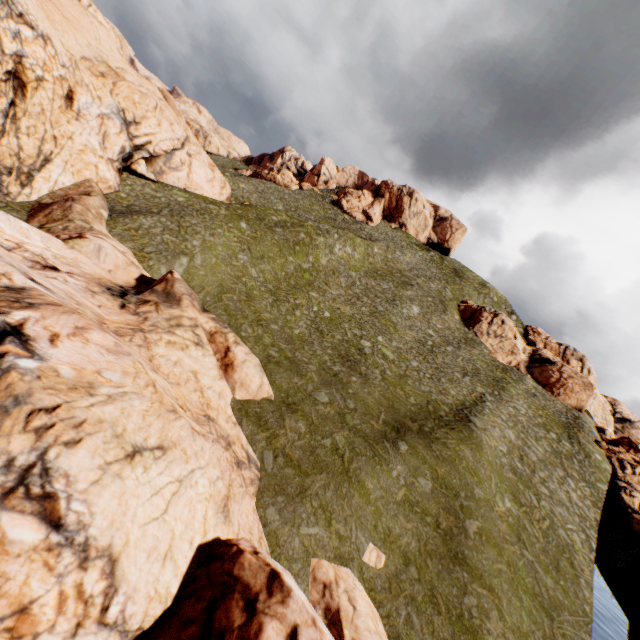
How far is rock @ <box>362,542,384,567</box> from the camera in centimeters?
1460cm

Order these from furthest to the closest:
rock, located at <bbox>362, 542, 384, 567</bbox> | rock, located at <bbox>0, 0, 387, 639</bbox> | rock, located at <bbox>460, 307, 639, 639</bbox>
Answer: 1. rock, located at <bbox>460, 307, 639, 639</bbox>
2. rock, located at <bbox>362, 542, 384, 567</bbox>
3. rock, located at <bbox>0, 0, 387, 639</bbox>

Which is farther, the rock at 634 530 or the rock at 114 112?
the rock at 634 530

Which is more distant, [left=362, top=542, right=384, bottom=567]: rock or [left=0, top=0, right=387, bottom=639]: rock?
[left=362, top=542, right=384, bottom=567]: rock

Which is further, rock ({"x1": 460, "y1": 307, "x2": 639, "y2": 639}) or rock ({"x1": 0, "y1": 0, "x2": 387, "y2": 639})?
rock ({"x1": 460, "y1": 307, "x2": 639, "y2": 639})

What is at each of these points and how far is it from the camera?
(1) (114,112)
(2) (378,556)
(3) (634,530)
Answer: (1) rock, 31.2m
(2) rock, 14.9m
(3) rock, 31.8m

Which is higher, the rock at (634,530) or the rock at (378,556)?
the rock at (634,530)
